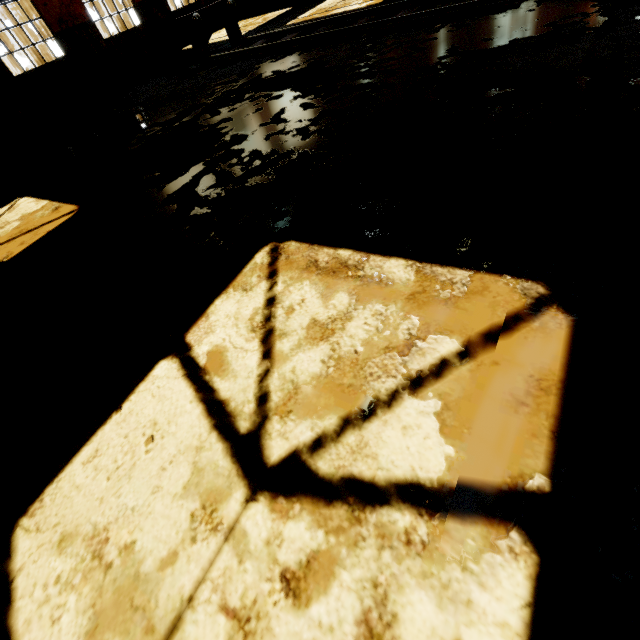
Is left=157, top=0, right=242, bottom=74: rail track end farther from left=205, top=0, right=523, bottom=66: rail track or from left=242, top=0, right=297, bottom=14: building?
left=242, top=0, right=297, bottom=14: building

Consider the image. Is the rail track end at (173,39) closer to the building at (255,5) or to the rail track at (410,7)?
the rail track at (410,7)

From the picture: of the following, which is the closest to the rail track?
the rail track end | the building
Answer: the rail track end

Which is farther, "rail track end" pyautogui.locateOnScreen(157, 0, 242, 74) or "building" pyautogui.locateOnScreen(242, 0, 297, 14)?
"building" pyautogui.locateOnScreen(242, 0, 297, 14)

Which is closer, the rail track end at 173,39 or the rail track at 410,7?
the rail track at 410,7

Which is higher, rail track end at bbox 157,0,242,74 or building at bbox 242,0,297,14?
rail track end at bbox 157,0,242,74

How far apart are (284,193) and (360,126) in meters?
1.4
